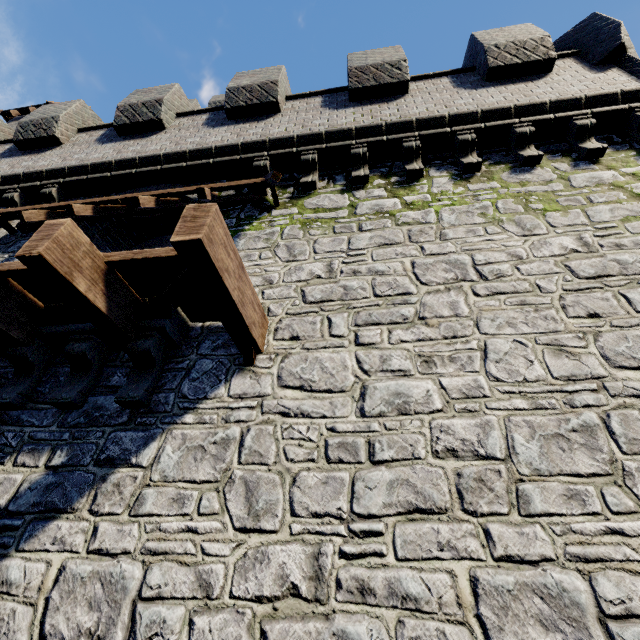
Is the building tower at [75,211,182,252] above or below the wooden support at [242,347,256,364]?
above

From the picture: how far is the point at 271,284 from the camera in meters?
4.8

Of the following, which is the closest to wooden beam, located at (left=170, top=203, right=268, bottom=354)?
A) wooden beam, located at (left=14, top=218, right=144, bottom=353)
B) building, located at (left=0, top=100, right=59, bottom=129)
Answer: wooden beam, located at (left=14, top=218, right=144, bottom=353)

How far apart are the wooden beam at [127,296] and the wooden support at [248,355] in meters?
1.3 m

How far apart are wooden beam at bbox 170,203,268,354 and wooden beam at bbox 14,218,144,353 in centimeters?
123cm

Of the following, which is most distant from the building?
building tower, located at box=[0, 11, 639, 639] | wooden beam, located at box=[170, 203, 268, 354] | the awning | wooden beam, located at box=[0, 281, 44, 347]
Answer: wooden beam, located at box=[170, 203, 268, 354]

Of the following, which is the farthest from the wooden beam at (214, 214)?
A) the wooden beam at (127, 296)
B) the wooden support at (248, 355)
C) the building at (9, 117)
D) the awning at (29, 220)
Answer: the building at (9, 117)

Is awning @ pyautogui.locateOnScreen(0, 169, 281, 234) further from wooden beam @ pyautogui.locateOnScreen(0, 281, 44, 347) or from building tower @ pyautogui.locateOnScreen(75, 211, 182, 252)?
wooden beam @ pyautogui.locateOnScreen(0, 281, 44, 347)
